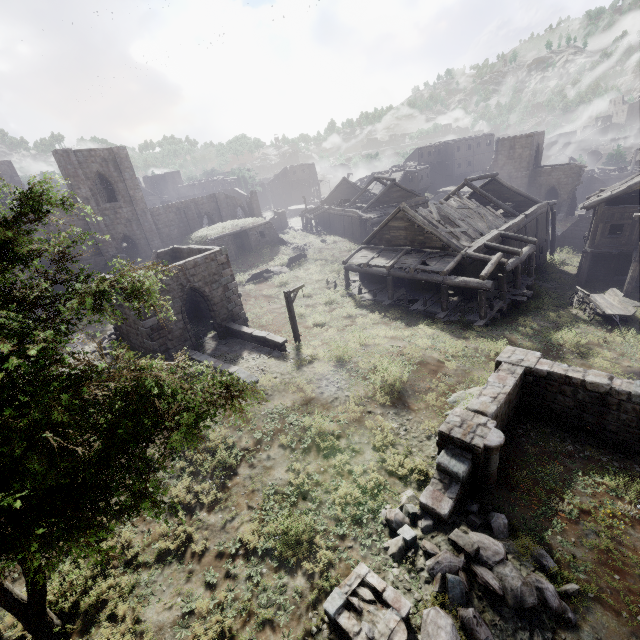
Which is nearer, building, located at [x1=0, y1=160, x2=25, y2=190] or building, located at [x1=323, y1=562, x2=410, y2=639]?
building, located at [x1=323, y1=562, x2=410, y2=639]

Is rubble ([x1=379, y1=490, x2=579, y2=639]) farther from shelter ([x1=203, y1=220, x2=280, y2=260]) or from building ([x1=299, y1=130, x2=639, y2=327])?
shelter ([x1=203, y1=220, x2=280, y2=260])

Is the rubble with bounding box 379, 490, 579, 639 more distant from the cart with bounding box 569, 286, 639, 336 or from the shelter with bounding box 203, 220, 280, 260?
the shelter with bounding box 203, 220, 280, 260

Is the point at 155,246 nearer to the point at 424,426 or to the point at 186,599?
the point at 424,426

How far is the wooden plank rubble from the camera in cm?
2242

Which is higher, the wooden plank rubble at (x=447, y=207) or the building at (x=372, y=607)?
the wooden plank rubble at (x=447, y=207)

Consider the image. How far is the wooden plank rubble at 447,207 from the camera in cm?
2242

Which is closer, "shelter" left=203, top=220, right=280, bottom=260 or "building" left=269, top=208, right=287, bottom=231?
"shelter" left=203, top=220, right=280, bottom=260
